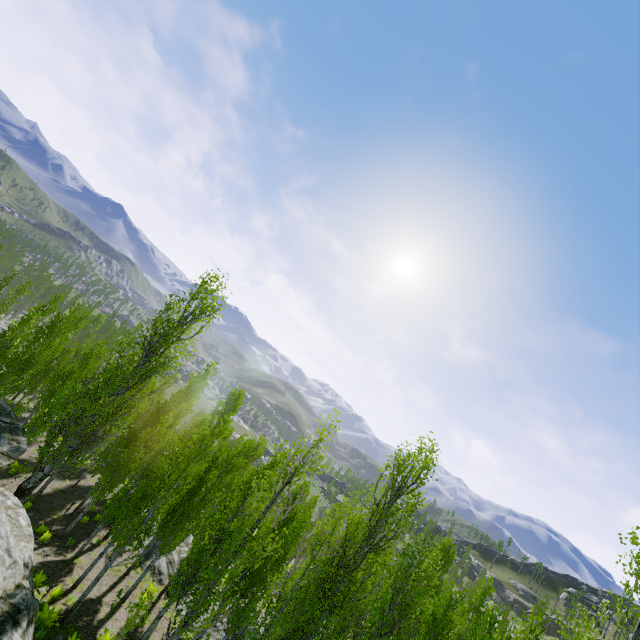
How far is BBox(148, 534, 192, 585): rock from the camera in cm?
2063

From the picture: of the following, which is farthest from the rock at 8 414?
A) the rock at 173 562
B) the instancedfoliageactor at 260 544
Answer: the rock at 173 562

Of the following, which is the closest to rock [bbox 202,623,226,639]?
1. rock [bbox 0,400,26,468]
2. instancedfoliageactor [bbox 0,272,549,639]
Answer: instancedfoliageactor [bbox 0,272,549,639]

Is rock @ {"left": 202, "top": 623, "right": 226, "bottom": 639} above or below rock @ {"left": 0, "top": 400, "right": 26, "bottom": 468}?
below

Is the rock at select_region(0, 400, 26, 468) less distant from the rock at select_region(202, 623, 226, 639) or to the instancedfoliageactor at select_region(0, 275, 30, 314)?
the instancedfoliageactor at select_region(0, 275, 30, 314)

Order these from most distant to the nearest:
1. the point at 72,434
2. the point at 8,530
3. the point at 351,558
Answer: the point at 72,434 → the point at 351,558 → the point at 8,530

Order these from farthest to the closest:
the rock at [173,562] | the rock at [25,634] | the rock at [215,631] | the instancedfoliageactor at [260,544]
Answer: the rock at [173,562]
the rock at [215,631]
the instancedfoliageactor at [260,544]
the rock at [25,634]

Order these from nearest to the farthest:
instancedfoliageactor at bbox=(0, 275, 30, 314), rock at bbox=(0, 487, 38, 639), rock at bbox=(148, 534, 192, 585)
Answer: rock at bbox=(0, 487, 38, 639), rock at bbox=(148, 534, 192, 585), instancedfoliageactor at bbox=(0, 275, 30, 314)
